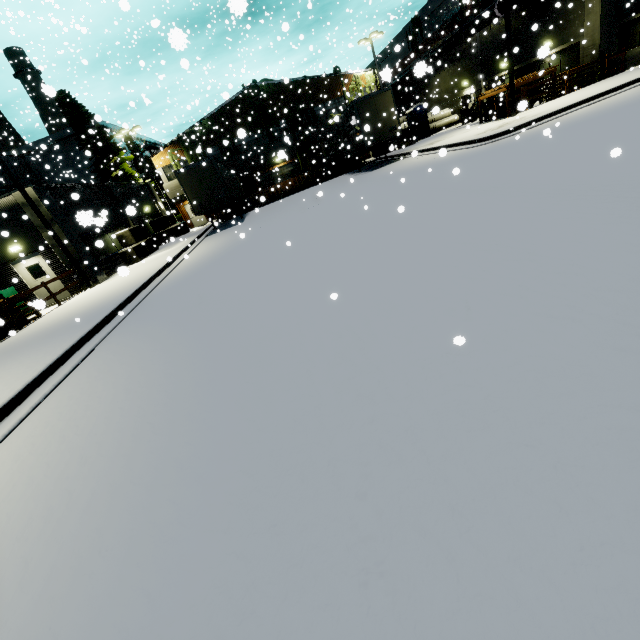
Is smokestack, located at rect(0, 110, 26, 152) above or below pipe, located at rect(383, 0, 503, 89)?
above

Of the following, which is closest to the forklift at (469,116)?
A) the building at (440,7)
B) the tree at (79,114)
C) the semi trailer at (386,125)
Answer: the building at (440,7)

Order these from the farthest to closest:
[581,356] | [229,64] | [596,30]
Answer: [229,64]
[596,30]
[581,356]

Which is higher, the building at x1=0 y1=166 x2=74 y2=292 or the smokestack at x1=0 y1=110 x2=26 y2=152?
the smokestack at x1=0 y1=110 x2=26 y2=152

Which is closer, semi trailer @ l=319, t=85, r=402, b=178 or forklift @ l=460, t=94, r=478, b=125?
semi trailer @ l=319, t=85, r=402, b=178

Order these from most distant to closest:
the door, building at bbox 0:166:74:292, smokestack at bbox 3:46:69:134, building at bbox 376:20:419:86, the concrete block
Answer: smokestack at bbox 3:46:69:134
the concrete block
the door
building at bbox 0:166:74:292
building at bbox 376:20:419:86

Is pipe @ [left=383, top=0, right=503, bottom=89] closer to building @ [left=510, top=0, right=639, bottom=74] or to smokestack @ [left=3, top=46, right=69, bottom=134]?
building @ [left=510, top=0, right=639, bottom=74]

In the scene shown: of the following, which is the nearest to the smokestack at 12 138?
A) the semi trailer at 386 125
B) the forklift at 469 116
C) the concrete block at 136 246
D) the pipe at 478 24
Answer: the semi trailer at 386 125
